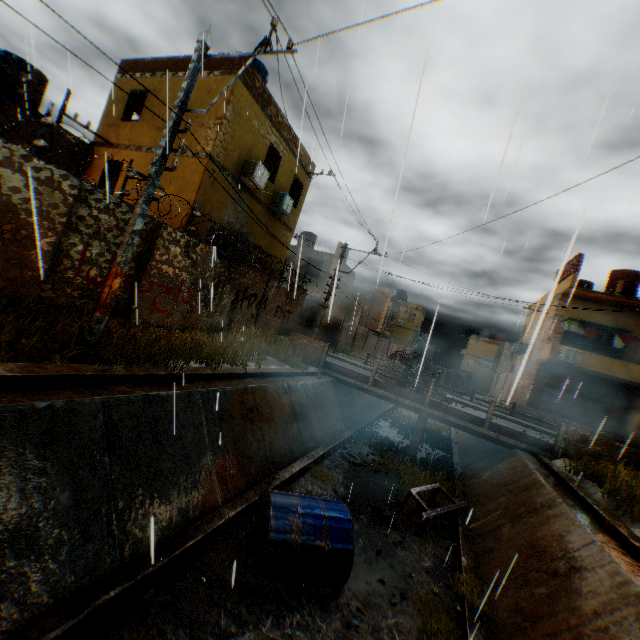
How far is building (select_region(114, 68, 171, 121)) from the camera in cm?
1279

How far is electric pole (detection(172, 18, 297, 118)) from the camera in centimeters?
614cm

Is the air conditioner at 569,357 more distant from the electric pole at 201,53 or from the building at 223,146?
the electric pole at 201,53

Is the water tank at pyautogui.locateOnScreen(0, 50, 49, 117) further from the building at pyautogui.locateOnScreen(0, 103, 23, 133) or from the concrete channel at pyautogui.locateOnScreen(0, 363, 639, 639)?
the concrete channel at pyautogui.locateOnScreen(0, 363, 639, 639)

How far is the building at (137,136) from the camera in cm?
1273

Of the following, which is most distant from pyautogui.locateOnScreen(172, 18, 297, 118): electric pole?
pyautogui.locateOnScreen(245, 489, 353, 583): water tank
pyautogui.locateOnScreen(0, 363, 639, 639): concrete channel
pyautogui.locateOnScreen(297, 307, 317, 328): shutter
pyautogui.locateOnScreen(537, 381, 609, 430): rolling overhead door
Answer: pyautogui.locateOnScreen(297, 307, 317, 328): shutter

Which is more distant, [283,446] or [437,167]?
[437,167]

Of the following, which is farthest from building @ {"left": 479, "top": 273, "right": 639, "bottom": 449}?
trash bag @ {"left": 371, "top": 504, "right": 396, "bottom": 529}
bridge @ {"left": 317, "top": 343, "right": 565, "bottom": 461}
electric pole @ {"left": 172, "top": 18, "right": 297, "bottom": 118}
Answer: trash bag @ {"left": 371, "top": 504, "right": 396, "bottom": 529}
